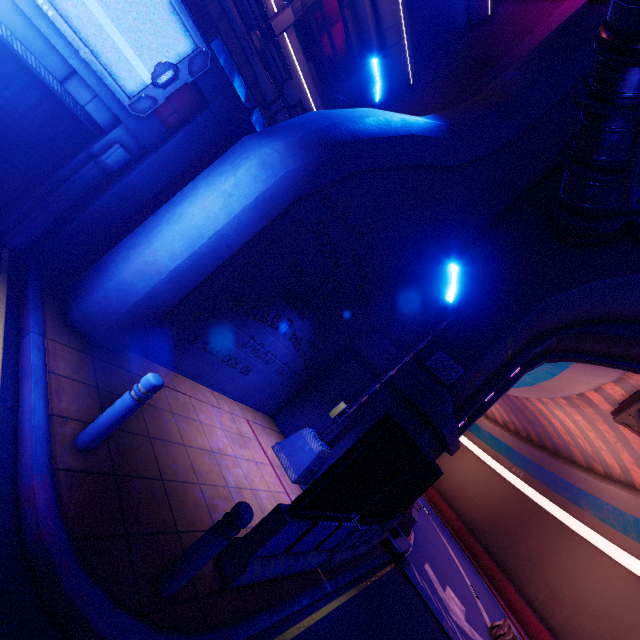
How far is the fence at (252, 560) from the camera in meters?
3.9

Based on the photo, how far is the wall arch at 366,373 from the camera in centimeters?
946cm

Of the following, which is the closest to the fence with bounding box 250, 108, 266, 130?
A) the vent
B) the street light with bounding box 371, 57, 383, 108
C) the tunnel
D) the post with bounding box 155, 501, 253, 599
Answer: the street light with bounding box 371, 57, 383, 108

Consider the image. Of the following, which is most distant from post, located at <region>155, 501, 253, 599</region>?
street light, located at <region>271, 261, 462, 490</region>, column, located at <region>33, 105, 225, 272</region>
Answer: column, located at <region>33, 105, 225, 272</region>

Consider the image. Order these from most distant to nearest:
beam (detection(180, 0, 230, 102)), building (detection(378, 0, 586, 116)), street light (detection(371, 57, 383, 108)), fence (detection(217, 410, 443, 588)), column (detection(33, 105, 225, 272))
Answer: building (detection(378, 0, 586, 116)) → street light (detection(371, 57, 383, 108)) → column (detection(33, 105, 225, 272)) → beam (detection(180, 0, 230, 102)) → fence (detection(217, 410, 443, 588))

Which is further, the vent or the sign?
the vent

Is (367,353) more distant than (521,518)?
No

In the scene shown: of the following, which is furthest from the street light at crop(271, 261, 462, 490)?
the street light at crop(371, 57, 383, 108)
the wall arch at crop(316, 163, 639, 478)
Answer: the street light at crop(371, 57, 383, 108)
